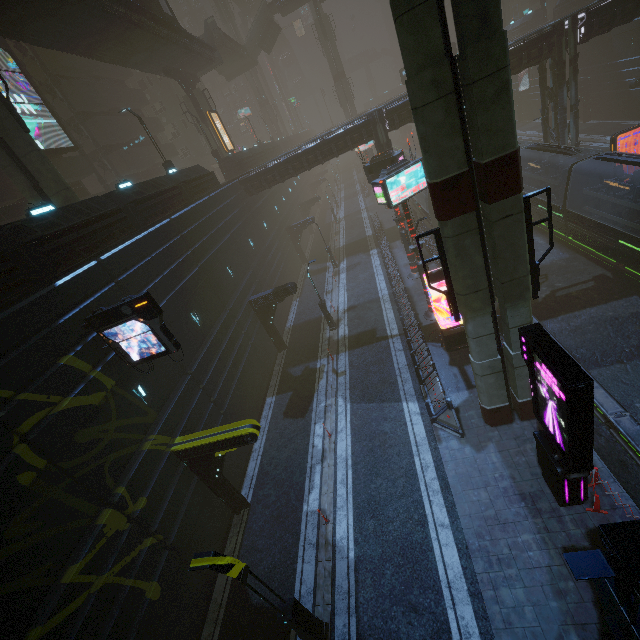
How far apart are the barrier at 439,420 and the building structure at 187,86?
37.3m

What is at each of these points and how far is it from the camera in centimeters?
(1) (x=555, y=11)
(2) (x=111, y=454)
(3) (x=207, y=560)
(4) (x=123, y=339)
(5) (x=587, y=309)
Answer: (1) building, 4138cm
(2) building, 1047cm
(3) street light, 739cm
(4) sign, 1073cm
(5) train rail, 1767cm

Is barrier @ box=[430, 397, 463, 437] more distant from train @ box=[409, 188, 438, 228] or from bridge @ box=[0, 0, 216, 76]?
bridge @ box=[0, 0, 216, 76]

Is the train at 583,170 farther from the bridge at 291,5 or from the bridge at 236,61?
the bridge at 291,5

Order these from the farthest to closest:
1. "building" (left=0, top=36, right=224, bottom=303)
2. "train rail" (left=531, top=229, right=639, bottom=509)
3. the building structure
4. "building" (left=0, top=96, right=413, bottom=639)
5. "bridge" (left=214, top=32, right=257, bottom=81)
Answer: "bridge" (left=214, top=32, right=257, bottom=81)
the building structure
"train rail" (left=531, top=229, right=639, bottom=509)
"building" (left=0, top=36, right=224, bottom=303)
"building" (left=0, top=96, right=413, bottom=639)

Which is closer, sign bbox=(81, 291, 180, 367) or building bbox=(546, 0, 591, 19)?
sign bbox=(81, 291, 180, 367)

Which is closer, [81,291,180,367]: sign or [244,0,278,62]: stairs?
[81,291,180,367]: sign

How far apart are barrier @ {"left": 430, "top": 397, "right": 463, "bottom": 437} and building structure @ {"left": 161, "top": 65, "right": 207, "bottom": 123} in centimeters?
3732cm
